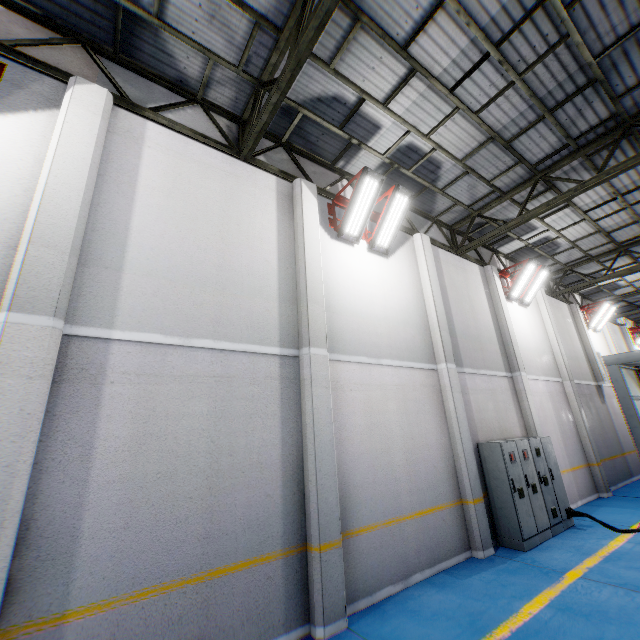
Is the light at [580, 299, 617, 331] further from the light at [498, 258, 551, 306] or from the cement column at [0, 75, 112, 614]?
the cement column at [0, 75, 112, 614]

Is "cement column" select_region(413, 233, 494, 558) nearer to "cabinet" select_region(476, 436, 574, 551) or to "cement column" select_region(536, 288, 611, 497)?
"cabinet" select_region(476, 436, 574, 551)

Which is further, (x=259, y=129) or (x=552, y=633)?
(x=259, y=129)

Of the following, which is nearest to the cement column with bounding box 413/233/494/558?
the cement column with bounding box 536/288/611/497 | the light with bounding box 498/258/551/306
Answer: the light with bounding box 498/258/551/306

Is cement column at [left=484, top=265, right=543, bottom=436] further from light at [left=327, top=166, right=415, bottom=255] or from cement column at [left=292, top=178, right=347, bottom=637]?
cement column at [left=292, top=178, right=347, bottom=637]

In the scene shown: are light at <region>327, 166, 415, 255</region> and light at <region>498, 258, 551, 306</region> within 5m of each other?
no

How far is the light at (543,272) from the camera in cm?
1145

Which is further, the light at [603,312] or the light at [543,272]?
the light at [603,312]
